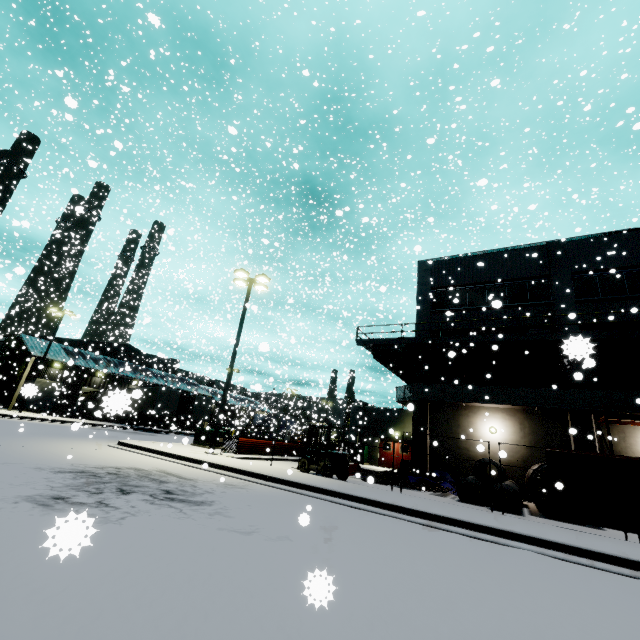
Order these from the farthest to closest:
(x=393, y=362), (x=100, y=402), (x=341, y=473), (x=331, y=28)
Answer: (x=100, y=402)
(x=393, y=362)
(x=341, y=473)
(x=331, y=28)

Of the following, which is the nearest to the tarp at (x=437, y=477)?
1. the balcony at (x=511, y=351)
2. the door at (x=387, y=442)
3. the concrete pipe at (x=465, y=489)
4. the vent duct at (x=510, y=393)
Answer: the concrete pipe at (x=465, y=489)

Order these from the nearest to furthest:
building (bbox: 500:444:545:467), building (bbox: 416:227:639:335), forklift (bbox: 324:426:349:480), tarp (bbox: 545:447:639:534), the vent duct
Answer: tarp (bbox: 545:447:639:534) < forklift (bbox: 324:426:349:480) < the vent duct < building (bbox: 500:444:545:467) < building (bbox: 416:227:639:335)

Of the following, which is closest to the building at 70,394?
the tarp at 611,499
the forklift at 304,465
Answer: the tarp at 611,499

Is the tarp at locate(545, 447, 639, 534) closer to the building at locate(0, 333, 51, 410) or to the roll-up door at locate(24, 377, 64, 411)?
the building at locate(0, 333, 51, 410)

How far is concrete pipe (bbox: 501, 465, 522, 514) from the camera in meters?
11.4 m

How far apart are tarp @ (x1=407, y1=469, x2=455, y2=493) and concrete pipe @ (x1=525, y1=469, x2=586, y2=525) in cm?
265

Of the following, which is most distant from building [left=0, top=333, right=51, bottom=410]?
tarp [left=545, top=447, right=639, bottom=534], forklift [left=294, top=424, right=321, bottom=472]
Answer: forklift [left=294, top=424, right=321, bottom=472]
